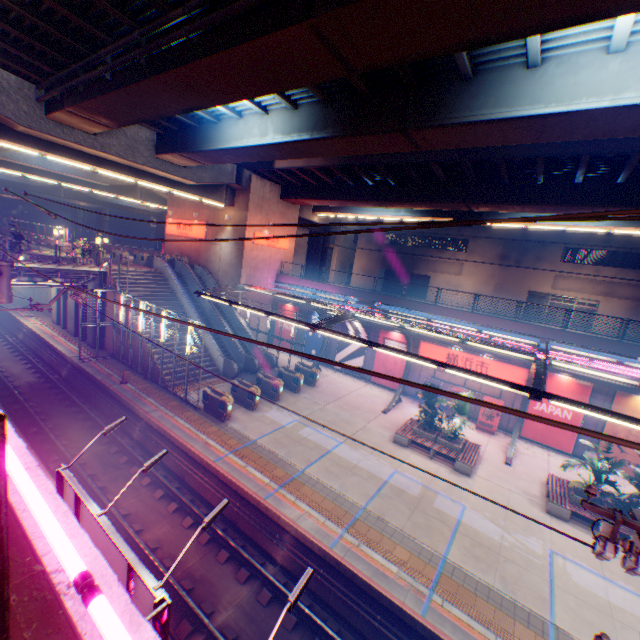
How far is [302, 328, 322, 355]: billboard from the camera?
28.2m

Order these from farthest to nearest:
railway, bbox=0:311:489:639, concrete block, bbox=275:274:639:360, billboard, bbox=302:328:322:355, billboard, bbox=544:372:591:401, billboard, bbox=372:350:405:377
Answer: billboard, bbox=302:328:322:355
billboard, bbox=372:350:405:377
billboard, bbox=544:372:591:401
concrete block, bbox=275:274:639:360
railway, bbox=0:311:489:639

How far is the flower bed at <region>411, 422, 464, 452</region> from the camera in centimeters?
1631cm

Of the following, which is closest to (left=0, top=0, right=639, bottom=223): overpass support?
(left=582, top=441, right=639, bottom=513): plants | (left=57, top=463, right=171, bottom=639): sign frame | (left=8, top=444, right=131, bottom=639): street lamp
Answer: (left=8, top=444, right=131, bottom=639): street lamp

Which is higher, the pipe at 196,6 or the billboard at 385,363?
the pipe at 196,6

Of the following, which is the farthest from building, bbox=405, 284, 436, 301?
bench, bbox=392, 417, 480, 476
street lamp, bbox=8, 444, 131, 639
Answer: street lamp, bbox=8, 444, 131, 639

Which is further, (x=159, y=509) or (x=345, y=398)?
(x=345, y=398)

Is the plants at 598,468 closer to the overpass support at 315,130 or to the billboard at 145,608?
the overpass support at 315,130
